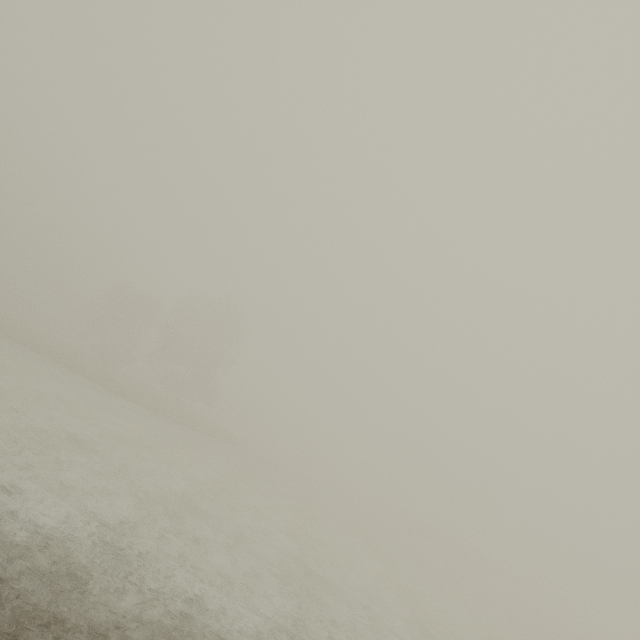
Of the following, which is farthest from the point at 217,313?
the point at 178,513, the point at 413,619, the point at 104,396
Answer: the point at 413,619
